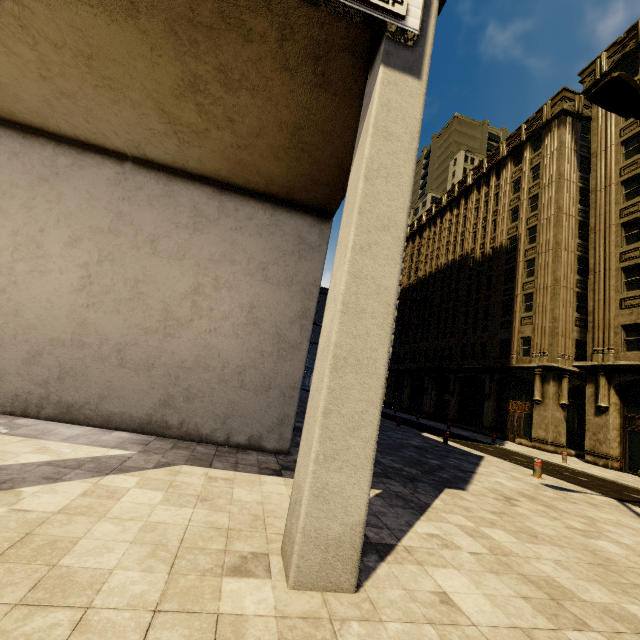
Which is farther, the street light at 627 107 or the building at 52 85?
the street light at 627 107

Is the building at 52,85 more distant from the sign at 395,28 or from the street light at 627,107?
the street light at 627,107

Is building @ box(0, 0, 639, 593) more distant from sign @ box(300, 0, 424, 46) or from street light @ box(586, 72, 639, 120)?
street light @ box(586, 72, 639, 120)

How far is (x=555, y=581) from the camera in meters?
3.7 m

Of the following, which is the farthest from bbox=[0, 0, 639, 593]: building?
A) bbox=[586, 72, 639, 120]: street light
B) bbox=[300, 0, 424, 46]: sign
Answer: bbox=[586, 72, 639, 120]: street light

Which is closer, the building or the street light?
the building
